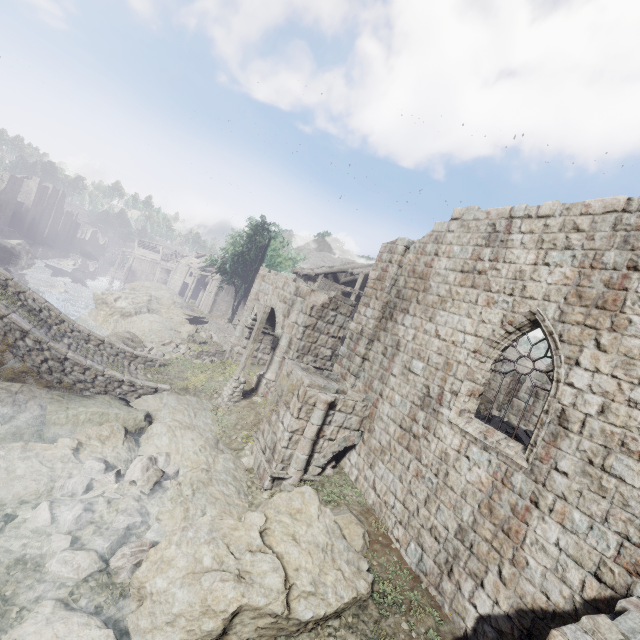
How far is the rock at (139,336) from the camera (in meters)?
19.69

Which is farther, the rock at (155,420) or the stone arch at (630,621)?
the rock at (155,420)

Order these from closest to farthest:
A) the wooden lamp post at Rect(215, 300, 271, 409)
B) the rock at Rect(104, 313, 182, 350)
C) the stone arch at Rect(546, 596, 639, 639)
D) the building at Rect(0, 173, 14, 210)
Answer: the stone arch at Rect(546, 596, 639, 639), the wooden lamp post at Rect(215, 300, 271, 409), the rock at Rect(104, 313, 182, 350), the building at Rect(0, 173, 14, 210)

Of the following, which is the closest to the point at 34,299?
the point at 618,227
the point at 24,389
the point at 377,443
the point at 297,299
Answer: the point at 24,389

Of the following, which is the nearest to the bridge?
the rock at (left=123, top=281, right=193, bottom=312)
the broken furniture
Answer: the rock at (left=123, top=281, right=193, bottom=312)

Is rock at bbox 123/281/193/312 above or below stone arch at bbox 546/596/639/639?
below

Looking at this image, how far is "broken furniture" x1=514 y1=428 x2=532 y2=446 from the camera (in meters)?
11.13

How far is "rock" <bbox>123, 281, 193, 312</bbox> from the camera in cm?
3278
